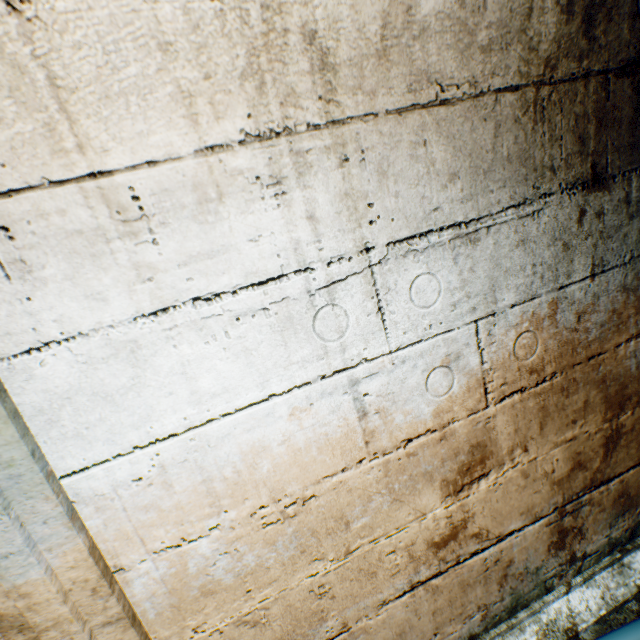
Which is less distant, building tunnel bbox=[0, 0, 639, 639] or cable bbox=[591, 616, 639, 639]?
building tunnel bbox=[0, 0, 639, 639]

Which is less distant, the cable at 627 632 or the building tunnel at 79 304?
the building tunnel at 79 304

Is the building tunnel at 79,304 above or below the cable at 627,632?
above

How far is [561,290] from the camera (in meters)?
1.18

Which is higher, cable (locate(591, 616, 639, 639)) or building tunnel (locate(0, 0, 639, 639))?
building tunnel (locate(0, 0, 639, 639))
